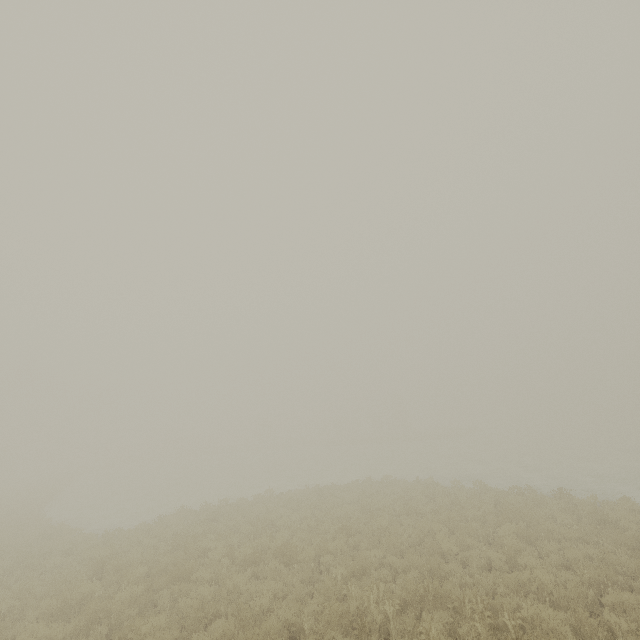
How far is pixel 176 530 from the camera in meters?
14.2 m
